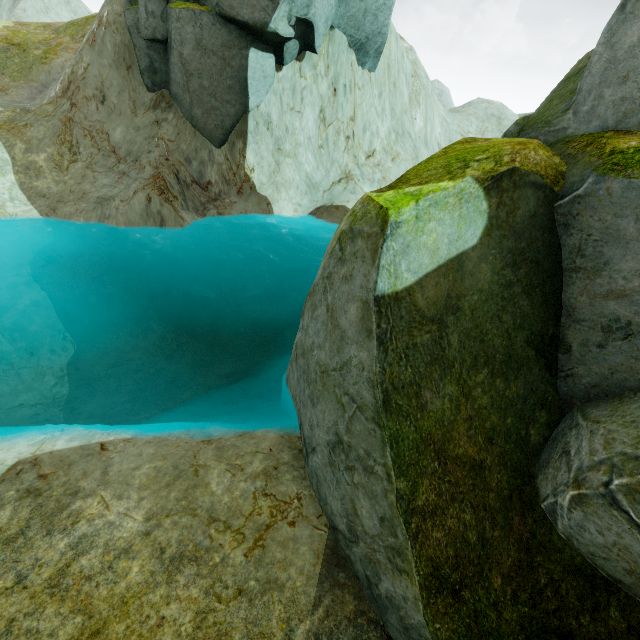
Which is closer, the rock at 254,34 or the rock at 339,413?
the rock at 339,413

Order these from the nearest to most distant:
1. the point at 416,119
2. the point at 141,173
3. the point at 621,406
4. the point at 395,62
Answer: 1. the point at 621,406
2. the point at 141,173
3. the point at 395,62
4. the point at 416,119

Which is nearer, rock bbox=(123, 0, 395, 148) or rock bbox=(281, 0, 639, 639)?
rock bbox=(281, 0, 639, 639)
